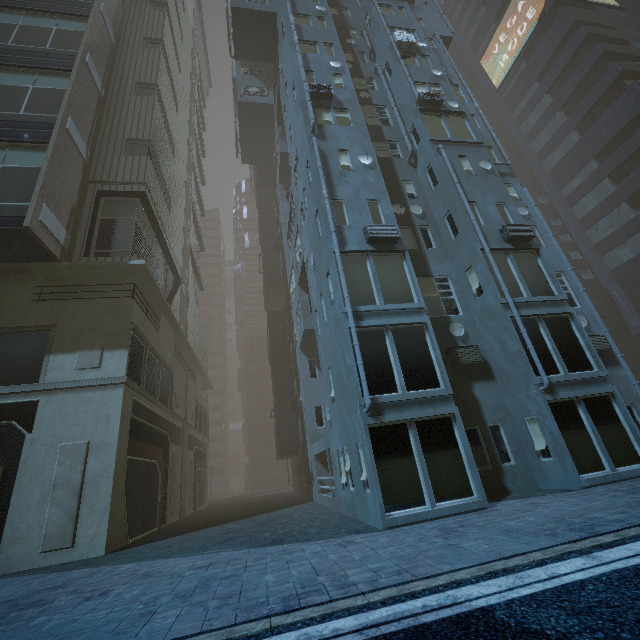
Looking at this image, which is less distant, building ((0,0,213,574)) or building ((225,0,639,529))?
building ((225,0,639,529))

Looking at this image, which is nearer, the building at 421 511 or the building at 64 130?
the building at 421 511

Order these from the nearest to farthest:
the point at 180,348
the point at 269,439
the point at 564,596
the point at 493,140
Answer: the point at 564,596, the point at 493,140, the point at 180,348, the point at 269,439
